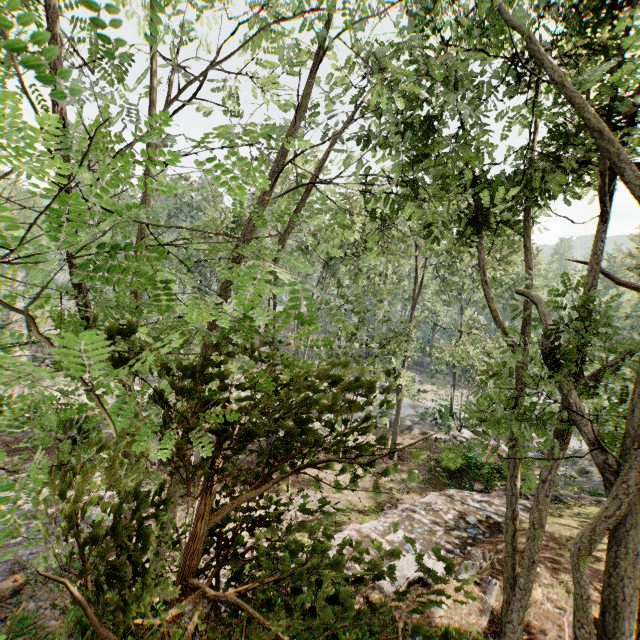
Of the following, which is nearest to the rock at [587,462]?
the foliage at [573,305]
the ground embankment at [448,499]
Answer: the foliage at [573,305]

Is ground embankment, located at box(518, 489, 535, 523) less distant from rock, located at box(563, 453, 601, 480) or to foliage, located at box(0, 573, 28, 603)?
foliage, located at box(0, 573, 28, 603)

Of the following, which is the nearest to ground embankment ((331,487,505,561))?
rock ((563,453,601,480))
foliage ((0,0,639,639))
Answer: foliage ((0,0,639,639))

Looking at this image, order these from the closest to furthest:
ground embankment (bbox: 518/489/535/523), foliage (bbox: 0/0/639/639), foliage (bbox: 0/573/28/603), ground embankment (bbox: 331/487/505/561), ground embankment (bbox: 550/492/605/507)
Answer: foliage (bbox: 0/0/639/639) → foliage (bbox: 0/573/28/603) → ground embankment (bbox: 331/487/505/561) → ground embankment (bbox: 518/489/535/523) → ground embankment (bbox: 550/492/605/507)

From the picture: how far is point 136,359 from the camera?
Answer: 1.5 meters

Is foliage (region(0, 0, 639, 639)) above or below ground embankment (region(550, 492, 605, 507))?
above

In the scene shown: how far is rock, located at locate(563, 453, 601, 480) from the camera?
21.4 meters
